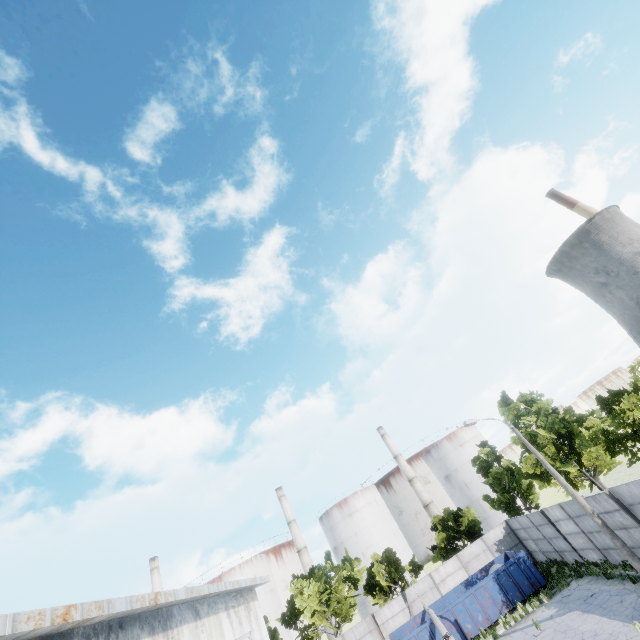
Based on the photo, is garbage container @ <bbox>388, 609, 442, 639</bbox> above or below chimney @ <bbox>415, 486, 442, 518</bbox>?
below

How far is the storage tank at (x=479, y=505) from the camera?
55.75m

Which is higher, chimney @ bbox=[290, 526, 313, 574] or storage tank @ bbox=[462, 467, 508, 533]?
chimney @ bbox=[290, 526, 313, 574]

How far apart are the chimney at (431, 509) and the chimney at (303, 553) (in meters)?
21.63

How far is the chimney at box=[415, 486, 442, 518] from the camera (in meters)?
57.19

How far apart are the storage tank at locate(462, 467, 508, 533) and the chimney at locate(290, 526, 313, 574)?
28.5 meters

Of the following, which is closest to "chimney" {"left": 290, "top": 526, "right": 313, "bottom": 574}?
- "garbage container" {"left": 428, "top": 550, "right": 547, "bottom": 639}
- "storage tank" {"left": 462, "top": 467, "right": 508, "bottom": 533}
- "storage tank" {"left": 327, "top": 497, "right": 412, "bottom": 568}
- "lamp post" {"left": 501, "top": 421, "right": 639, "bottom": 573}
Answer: "storage tank" {"left": 327, "top": 497, "right": 412, "bottom": 568}

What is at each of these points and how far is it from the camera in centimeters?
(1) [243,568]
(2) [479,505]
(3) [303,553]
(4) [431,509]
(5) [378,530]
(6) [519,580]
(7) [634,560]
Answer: (1) storage tank, 5669cm
(2) storage tank, 5759cm
(3) chimney, 5716cm
(4) chimney, 5744cm
(5) storage tank, 5672cm
(6) garbage container, 2295cm
(7) lamp post, 1600cm
